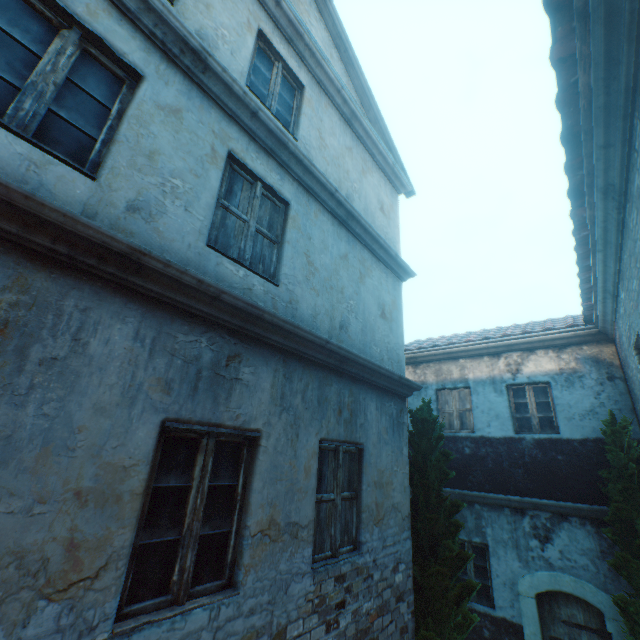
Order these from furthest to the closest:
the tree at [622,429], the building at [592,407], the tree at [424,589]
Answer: the tree at [622,429], the tree at [424,589], the building at [592,407]

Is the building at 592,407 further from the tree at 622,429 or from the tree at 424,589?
the tree at 424,589

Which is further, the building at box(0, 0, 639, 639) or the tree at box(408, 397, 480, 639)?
the tree at box(408, 397, 480, 639)

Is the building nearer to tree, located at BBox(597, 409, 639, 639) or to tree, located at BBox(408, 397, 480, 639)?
tree, located at BBox(597, 409, 639, 639)

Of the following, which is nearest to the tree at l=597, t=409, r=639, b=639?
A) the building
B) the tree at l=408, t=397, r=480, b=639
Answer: the tree at l=408, t=397, r=480, b=639

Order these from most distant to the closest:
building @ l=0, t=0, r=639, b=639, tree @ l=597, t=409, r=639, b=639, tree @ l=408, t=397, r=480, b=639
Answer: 1. tree @ l=597, t=409, r=639, b=639
2. tree @ l=408, t=397, r=480, b=639
3. building @ l=0, t=0, r=639, b=639

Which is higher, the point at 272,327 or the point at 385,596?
the point at 272,327
